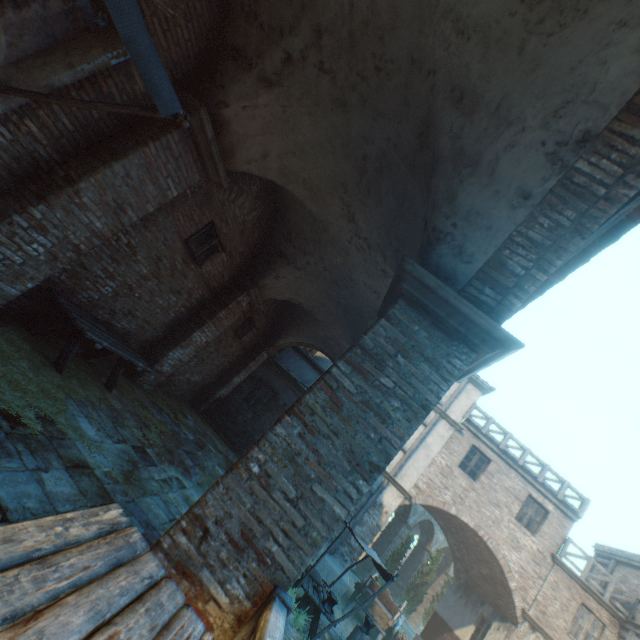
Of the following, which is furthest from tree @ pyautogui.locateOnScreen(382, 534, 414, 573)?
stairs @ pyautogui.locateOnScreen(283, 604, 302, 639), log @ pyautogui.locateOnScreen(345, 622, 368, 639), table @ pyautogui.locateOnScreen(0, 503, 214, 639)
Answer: stairs @ pyautogui.locateOnScreen(283, 604, 302, 639)

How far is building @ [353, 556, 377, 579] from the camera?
22.1 meters

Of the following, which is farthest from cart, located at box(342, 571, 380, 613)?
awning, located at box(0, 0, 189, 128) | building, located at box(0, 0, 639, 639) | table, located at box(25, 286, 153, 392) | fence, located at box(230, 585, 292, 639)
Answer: awning, located at box(0, 0, 189, 128)

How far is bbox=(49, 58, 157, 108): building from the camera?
3.9m

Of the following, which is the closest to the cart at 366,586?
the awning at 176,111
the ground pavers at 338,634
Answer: the ground pavers at 338,634

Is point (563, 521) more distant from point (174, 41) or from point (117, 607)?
point (174, 41)

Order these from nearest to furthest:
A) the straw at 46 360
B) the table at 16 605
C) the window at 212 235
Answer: the table at 16 605, the straw at 46 360, the window at 212 235

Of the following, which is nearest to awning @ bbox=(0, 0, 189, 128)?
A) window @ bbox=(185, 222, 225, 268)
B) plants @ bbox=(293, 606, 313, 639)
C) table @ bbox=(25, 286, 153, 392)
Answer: table @ bbox=(25, 286, 153, 392)
